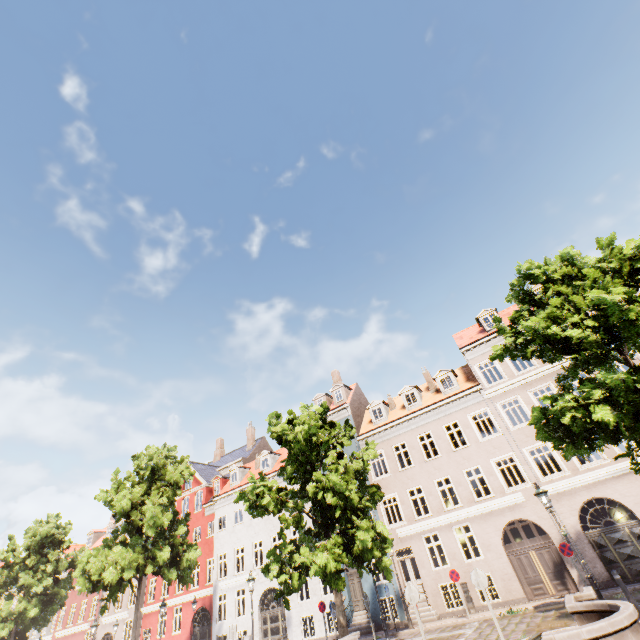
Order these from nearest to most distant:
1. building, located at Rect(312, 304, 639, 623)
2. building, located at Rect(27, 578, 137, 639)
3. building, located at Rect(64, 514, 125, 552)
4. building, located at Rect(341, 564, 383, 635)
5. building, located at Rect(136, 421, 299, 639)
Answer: building, located at Rect(312, 304, 639, 623), building, located at Rect(341, 564, 383, 635), building, located at Rect(136, 421, 299, 639), building, located at Rect(27, 578, 137, 639), building, located at Rect(64, 514, 125, 552)

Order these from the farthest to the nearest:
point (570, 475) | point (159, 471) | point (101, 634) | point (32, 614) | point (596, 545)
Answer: point (101, 634) → point (159, 471) → point (32, 614) → point (570, 475) → point (596, 545)

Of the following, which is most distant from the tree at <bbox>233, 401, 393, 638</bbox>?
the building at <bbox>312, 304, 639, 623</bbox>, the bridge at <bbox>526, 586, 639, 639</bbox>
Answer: the building at <bbox>312, 304, 639, 623</bbox>

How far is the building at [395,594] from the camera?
18.81m

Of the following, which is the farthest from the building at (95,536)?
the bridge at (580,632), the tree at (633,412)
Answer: the bridge at (580,632)

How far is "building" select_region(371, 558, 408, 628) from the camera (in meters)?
18.81

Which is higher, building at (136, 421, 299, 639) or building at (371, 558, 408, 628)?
building at (136, 421, 299, 639)
